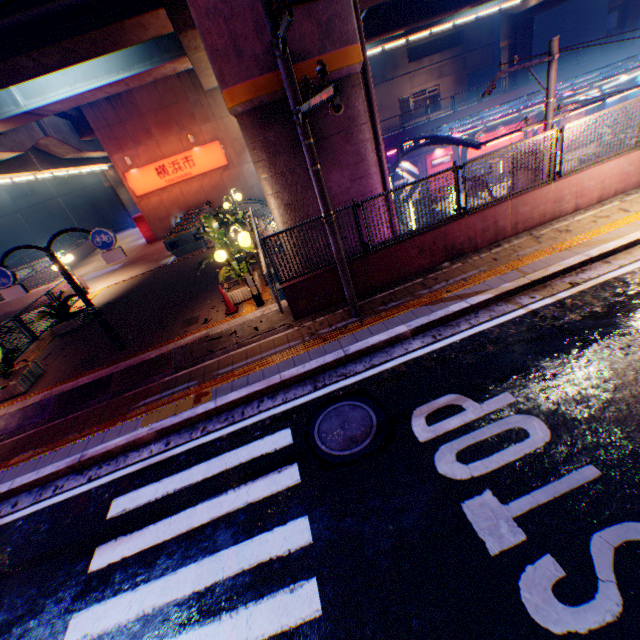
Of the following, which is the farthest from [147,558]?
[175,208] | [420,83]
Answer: [420,83]

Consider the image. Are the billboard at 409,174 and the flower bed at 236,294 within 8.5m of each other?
no

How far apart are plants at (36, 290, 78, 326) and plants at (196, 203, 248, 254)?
5.4m

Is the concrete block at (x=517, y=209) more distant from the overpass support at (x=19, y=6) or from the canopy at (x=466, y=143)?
the canopy at (x=466, y=143)

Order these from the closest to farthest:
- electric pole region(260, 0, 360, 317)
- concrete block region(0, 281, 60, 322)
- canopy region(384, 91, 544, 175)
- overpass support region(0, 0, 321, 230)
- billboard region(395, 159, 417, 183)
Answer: electric pole region(260, 0, 360, 317), overpass support region(0, 0, 321, 230), concrete block region(0, 281, 60, 322), canopy region(384, 91, 544, 175), billboard region(395, 159, 417, 183)

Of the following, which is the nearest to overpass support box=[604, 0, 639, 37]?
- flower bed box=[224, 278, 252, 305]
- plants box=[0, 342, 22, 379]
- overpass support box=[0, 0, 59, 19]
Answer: overpass support box=[0, 0, 59, 19]

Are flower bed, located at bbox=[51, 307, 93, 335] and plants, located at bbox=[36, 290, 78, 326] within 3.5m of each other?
yes

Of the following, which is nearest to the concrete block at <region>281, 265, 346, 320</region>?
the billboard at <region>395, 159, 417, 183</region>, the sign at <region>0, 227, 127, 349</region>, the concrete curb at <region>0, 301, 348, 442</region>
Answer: the concrete curb at <region>0, 301, 348, 442</region>
